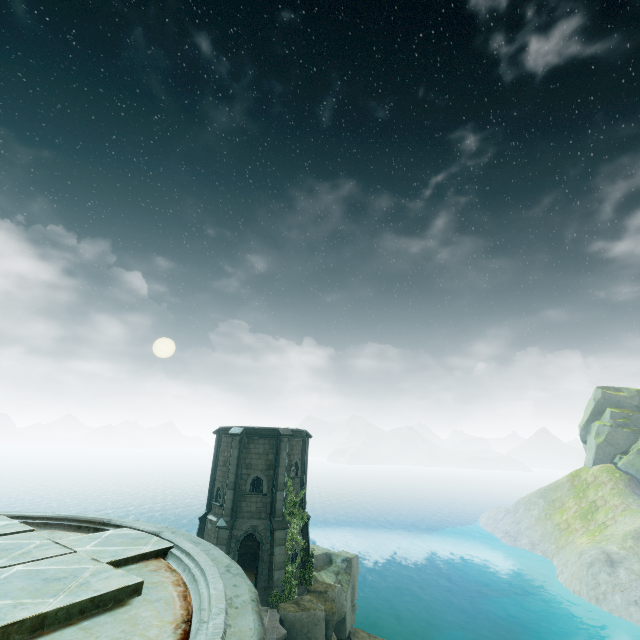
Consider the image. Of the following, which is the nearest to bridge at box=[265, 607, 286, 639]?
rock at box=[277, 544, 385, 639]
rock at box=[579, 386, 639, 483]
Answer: rock at box=[277, 544, 385, 639]

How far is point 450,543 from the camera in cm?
5922

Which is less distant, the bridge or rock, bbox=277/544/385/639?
the bridge

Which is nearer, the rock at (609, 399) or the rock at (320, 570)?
the rock at (320, 570)

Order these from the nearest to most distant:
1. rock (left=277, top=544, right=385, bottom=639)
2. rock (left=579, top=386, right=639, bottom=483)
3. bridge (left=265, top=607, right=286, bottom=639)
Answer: bridge (left=265, top=607, right=286, bottom=639)
rock (left=277, top=544, right=385, bottom=639)
rock (left=579, top=386, right=639, bottom=483)

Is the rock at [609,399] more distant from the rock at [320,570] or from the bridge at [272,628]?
the bridge at [272,628]
